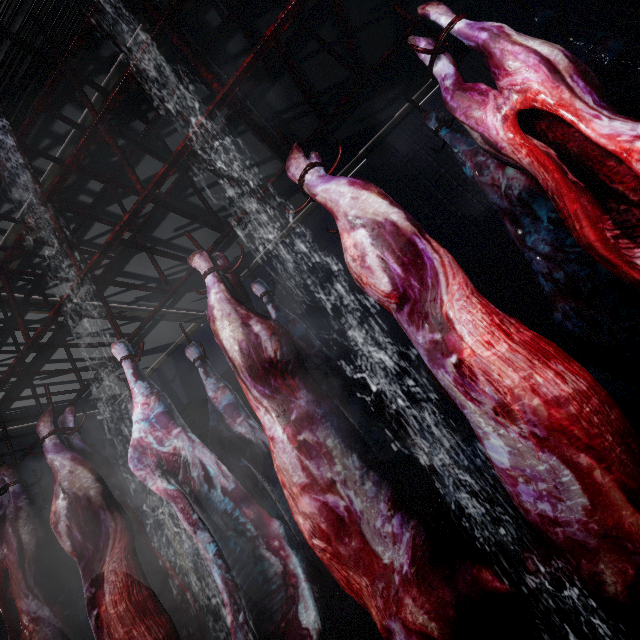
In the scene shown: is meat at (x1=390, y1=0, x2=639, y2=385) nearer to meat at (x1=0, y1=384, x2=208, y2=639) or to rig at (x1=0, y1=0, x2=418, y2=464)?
rig at (x1=0, y1=0, x2=418, y2=464)

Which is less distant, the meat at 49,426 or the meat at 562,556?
the meat at 562,556

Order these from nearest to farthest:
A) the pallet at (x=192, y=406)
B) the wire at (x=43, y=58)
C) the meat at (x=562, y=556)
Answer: the meat at (x=562, y=556) < the wire at (x=43, y=58) < the pallet at (x=192, y=406)

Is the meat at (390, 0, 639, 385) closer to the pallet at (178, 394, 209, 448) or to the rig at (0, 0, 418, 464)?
the rig at (0, 0, 418, 464)

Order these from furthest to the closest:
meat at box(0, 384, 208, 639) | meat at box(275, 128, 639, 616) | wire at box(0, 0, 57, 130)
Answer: wire at box(0, 0, 57, 130), meat at box(0, 384, 208, 639), meat at box(275, 128, 639, 616)

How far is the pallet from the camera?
4.1m

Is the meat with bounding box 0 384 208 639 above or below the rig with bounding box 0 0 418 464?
below

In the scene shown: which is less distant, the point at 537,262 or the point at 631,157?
the point at 631,157
